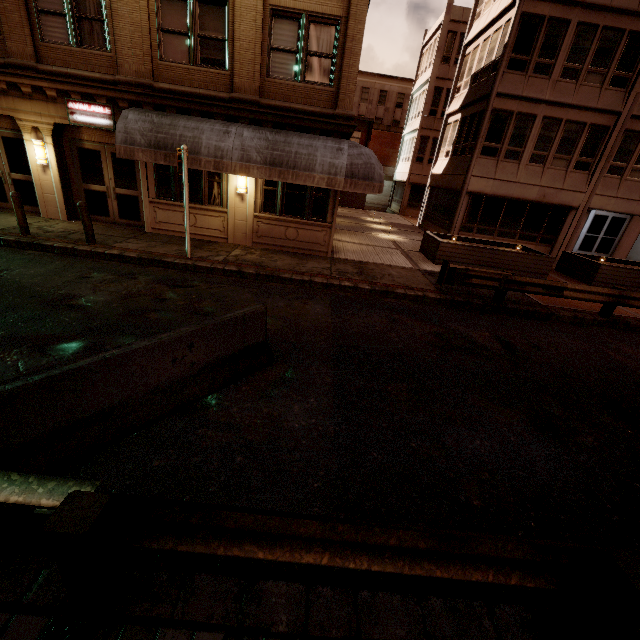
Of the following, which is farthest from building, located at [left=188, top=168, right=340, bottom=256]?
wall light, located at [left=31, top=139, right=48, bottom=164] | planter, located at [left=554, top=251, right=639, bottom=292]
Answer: planter, located at [left=554, top=251, right=639, bottom=292]

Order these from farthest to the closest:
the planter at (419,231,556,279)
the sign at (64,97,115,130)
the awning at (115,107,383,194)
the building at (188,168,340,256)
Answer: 1. the planter at (419,231,556,279)
2. the building at (188,168,340,256)
3. the sign at (64,97,115,130)
4. the awning at (115,107,383,194)

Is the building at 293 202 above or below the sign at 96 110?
below

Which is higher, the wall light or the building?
the wall light

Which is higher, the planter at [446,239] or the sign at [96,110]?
the sign at [96,110]

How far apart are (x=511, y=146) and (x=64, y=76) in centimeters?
1957cm

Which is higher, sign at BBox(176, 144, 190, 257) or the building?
sign at BBox(176, 144, 190, 257)

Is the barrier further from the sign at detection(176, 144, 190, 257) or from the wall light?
the wall light
